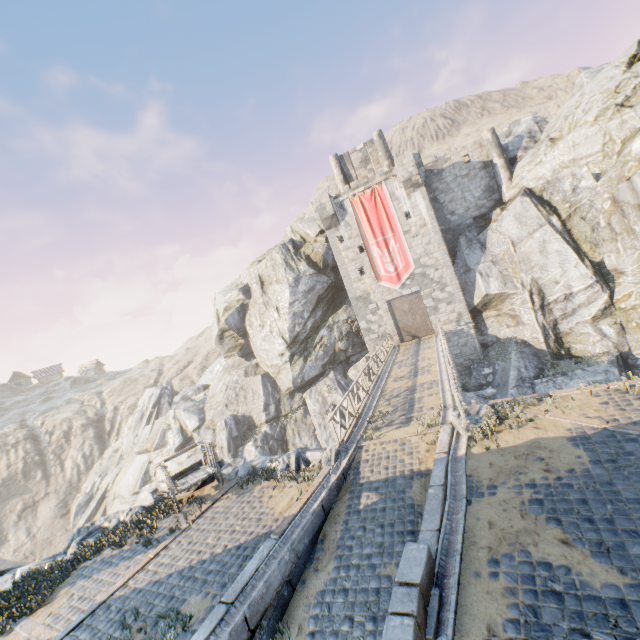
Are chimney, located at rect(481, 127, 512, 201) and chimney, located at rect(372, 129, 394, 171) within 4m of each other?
no

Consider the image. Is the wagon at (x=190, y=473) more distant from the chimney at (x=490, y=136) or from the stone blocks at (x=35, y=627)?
the chimney at (x=490, y=136)

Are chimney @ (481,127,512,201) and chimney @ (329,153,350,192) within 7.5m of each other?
no

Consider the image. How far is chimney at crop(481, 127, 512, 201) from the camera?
26.2m

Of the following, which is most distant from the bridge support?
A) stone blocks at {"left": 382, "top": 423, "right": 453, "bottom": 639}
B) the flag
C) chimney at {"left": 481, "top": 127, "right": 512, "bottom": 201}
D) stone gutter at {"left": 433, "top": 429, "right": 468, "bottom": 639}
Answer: chimney at {"left": 481, "top": 127, "right": 512, "bottom": 201}

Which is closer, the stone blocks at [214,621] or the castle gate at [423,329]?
the stone blocks at [214,621]

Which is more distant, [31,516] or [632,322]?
[31,516]

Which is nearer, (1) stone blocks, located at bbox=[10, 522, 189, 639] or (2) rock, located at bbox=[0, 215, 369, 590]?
(1) stone blocks, located at bbox=[10, 522, 189, 639]
